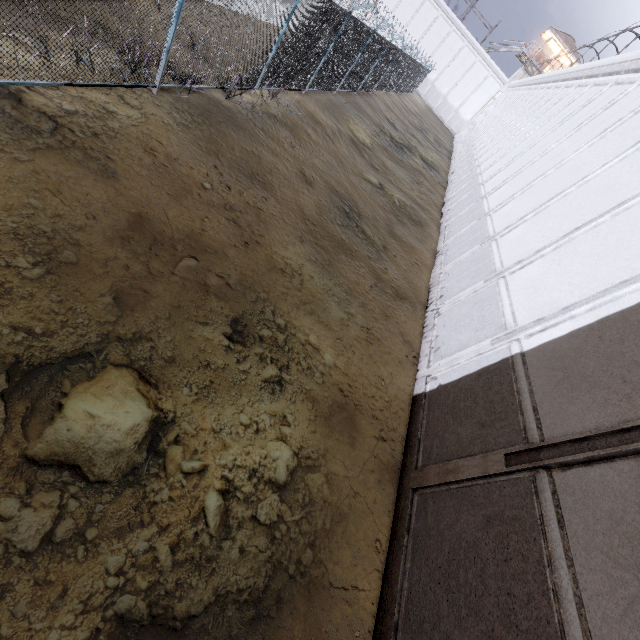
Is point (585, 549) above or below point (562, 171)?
below
